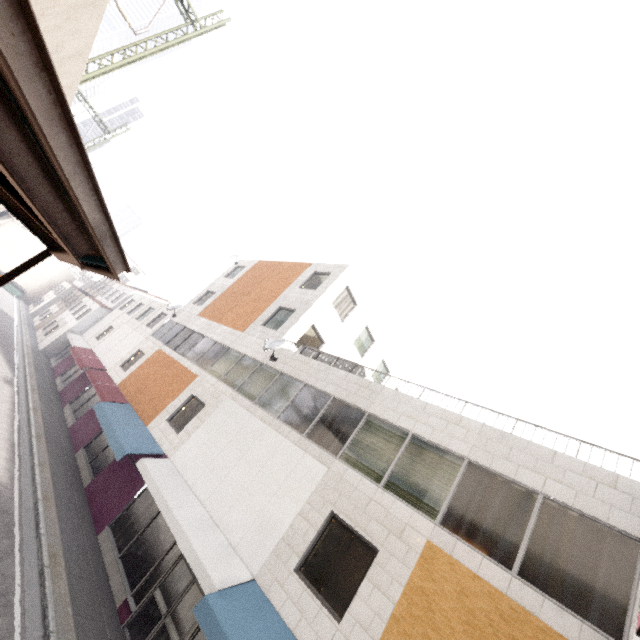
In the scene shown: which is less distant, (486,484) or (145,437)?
(486,484)

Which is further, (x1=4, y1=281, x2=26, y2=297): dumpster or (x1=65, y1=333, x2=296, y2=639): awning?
(x1=4, y1=281, x2=26, y2=297): dumpster

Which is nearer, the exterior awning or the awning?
the exterior awning

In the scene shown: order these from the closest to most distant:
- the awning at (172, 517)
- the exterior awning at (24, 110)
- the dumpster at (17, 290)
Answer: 1. the exterior awning at (24, 110)
2. the awning at (172, 517)
3. the dumpster at (17, 290)

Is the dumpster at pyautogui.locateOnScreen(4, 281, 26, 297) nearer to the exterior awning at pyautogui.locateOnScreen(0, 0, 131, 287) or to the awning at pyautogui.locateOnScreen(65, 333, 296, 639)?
the awning at pyautogui.locateOnScreen(65, 333, 296, 639)

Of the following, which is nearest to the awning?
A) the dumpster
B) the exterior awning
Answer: the exterior awning

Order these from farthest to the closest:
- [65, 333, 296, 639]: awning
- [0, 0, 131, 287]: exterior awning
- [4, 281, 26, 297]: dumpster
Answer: [4, 281, 26, 297]: dumpster, [65, 333, 296, 639]: awning, [0, 0, 131, 287]: exterior awning

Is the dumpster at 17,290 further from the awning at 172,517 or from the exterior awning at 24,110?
the exterior awning at 24,110
